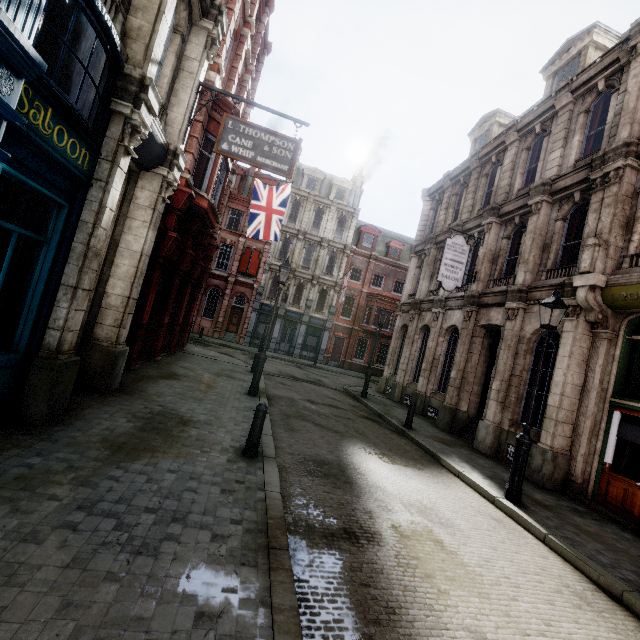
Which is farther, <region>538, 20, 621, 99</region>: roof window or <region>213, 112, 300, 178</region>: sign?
<region>538, 20, 621, 99</region>: roof window

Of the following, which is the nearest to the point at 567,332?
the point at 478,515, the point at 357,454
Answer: the point at 478,515

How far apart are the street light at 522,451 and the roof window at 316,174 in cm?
Answer: 2954

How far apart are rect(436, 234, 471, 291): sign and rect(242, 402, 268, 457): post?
10.27m

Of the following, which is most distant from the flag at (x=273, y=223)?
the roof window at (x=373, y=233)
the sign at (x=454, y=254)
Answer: Answer: the roof window at (x=373, y=233)

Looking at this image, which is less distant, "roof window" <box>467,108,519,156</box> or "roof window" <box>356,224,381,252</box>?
"roof window" <box>467,108,519,156</box>

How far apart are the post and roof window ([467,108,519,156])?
18.4m

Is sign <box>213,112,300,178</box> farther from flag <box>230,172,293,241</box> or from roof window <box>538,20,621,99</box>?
roof window <box>538,20,621,99</box>
